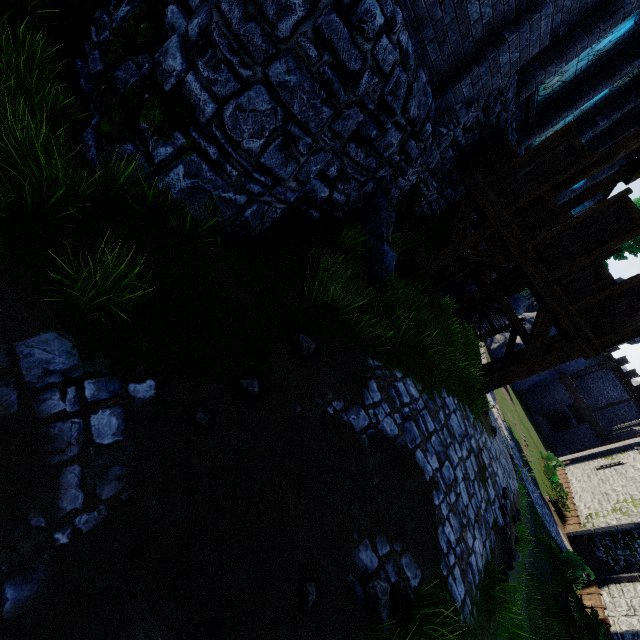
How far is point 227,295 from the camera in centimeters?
429cm

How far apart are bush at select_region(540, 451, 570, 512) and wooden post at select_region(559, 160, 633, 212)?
26.6m

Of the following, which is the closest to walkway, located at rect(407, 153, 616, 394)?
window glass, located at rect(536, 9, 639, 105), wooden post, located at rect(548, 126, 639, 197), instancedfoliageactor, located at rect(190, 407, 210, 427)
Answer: wooden post, located at rect(548, 126, 639, 197)

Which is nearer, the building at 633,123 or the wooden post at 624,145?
the wooden post at 624,145

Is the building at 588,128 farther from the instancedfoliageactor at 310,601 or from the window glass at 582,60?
the instancedfoliageactor at 310,601

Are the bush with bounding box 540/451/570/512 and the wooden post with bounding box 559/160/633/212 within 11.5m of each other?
no

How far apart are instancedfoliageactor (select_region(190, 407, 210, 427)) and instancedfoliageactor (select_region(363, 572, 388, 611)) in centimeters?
234cm

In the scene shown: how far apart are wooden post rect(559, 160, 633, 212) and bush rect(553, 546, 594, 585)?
18.2m
